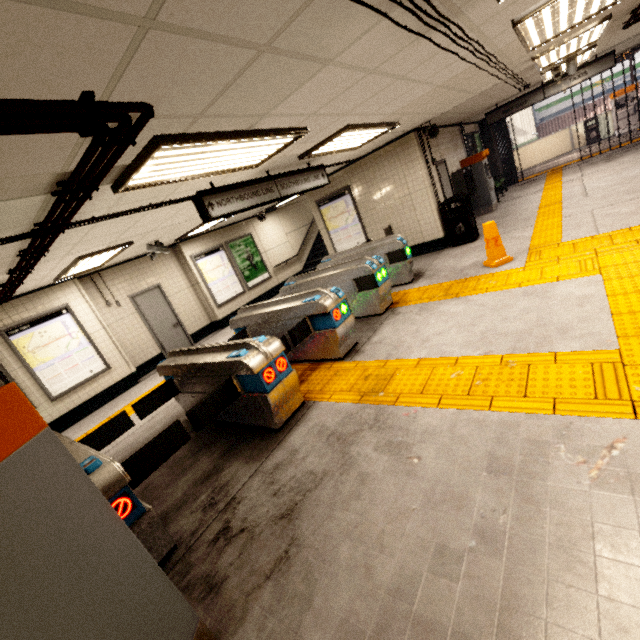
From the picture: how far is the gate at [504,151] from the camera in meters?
13.6 m

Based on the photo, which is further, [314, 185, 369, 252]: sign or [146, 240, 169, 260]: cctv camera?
[314, 185, 369, 252]: sign

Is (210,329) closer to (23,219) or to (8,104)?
A: (23,219)

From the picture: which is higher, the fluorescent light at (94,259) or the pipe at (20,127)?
the fluorescent light at (94,259)

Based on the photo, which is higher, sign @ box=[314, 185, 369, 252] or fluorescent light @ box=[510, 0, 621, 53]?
fluorescent light @ box=[510, 0, 621, 53]

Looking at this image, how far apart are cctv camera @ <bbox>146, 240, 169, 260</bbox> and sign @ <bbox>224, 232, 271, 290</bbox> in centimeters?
316cm

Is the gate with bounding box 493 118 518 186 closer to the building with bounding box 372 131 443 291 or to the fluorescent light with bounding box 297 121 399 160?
the building with bounding box 372 131 443 291

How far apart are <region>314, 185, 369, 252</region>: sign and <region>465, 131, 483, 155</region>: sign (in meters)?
6.75
